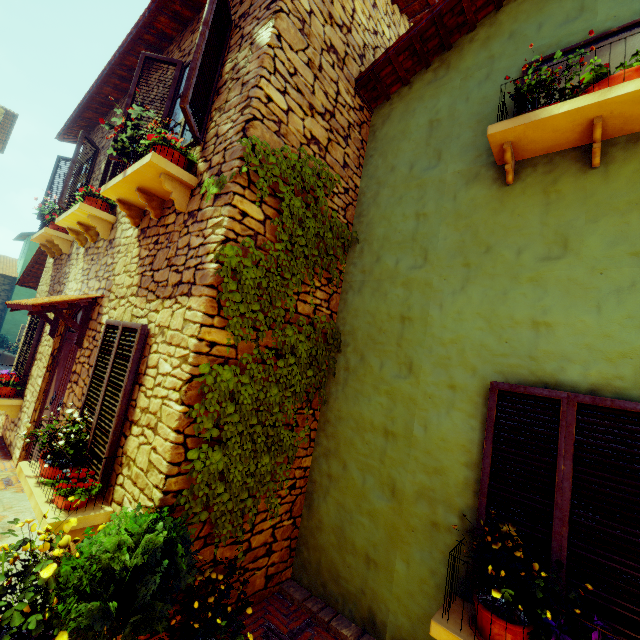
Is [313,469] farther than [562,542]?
Yes

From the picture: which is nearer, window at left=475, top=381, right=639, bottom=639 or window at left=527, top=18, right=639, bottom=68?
window at left=475, top=381, right=639, bottom=639

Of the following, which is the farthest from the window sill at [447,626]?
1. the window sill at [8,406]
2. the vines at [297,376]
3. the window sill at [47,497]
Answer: the window sill at [8,406]

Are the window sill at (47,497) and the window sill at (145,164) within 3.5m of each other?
yes

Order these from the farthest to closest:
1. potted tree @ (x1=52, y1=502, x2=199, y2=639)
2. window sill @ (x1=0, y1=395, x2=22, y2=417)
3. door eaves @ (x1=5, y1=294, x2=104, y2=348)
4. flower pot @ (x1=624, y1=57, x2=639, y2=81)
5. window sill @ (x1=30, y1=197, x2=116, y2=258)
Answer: window sill @ (x1=0, y1=395, x2=22, y2=417)
window sill @ (x1=30, y1=197, x2=116, y2=258)
door eaves @ (x1=5, y1=294, x2=104, y2=348)
flower pot @ (x1=624, y1=57, x2=639, y2=81)
potted tree @ (x1=52, y1=502, x2=199, y2=639)

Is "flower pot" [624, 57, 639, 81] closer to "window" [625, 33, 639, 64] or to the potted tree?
"window" [625, 33, 639, 64]

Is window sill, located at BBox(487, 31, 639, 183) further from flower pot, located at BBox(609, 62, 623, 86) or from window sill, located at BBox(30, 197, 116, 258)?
window sill, located at BBox(30, 197, 116, 258)

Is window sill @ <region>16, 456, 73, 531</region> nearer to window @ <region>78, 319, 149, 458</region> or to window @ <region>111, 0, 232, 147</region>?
window @ <region>78, 319, 149, 458</region>
